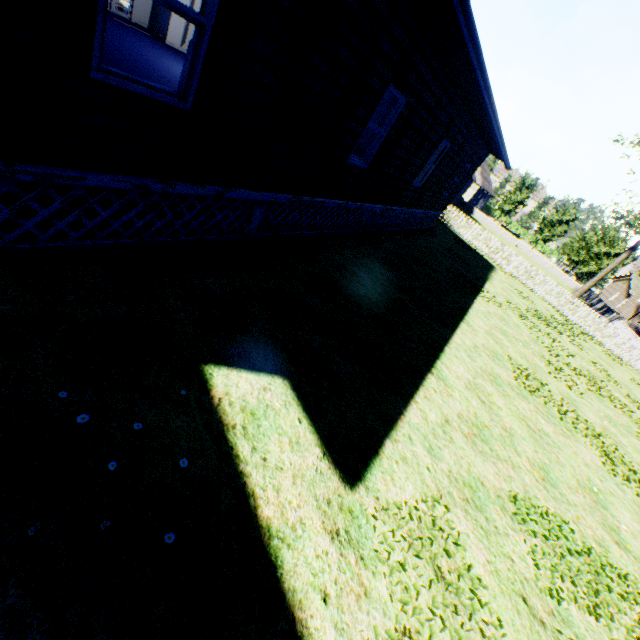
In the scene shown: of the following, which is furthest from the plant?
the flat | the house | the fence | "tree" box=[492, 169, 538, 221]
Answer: the house

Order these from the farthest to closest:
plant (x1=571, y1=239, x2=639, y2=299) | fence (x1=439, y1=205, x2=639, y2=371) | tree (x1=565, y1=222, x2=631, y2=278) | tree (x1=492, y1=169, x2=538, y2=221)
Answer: tree (x1=492, y1=169, x2=538, y2=221)
tree (x1=565, y1=222, x2=631, y2=278)
plant (x1=571, y1=239, x2=639, y2=299)
fence (x1=439, y1=205, x2=639, y2=371)

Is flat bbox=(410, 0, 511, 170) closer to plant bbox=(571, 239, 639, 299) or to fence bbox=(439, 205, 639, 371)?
fence bbox=(439, 205, 639, 371)

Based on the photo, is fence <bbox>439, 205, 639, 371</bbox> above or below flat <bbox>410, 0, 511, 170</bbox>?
below

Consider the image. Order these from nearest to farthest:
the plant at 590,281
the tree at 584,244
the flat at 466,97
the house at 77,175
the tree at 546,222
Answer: the house at 77,175 < the flat at 466,97 < the plant at 590,281 < the tree at 584,244 < the tree at 546,222

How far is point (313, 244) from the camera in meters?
8.0

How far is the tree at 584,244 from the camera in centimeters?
4069cm

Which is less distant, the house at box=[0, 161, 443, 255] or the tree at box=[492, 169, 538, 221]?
the house at box=[0, 161, 443, 255]
